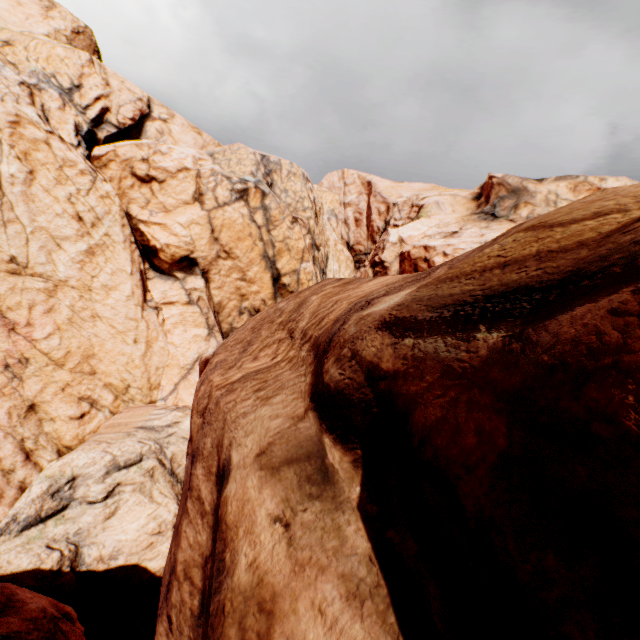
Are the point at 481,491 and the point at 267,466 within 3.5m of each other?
yes
